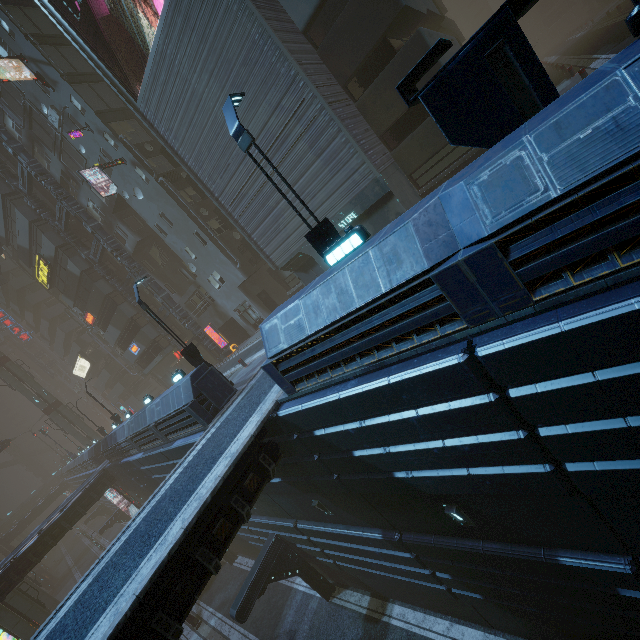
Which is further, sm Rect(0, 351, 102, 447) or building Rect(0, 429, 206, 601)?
sm Rect(0, 351, 102, 447)

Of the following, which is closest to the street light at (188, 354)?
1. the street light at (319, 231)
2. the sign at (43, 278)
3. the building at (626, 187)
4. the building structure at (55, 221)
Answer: the building at (626, 187)

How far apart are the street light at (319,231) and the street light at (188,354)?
9.7m

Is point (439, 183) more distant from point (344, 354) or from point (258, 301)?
point (258, 301)

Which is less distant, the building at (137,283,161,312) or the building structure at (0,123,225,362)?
the building structure at (0,123,225,362)

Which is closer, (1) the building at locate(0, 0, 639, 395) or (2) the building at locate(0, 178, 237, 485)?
(1) the building at locate(0, 0, 639, 395)

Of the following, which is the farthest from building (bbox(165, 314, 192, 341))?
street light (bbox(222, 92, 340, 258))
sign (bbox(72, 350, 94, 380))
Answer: street light (bbox(222, 92, 340, 258))

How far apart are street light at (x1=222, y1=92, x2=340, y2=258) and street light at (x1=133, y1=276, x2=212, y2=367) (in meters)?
9.67
